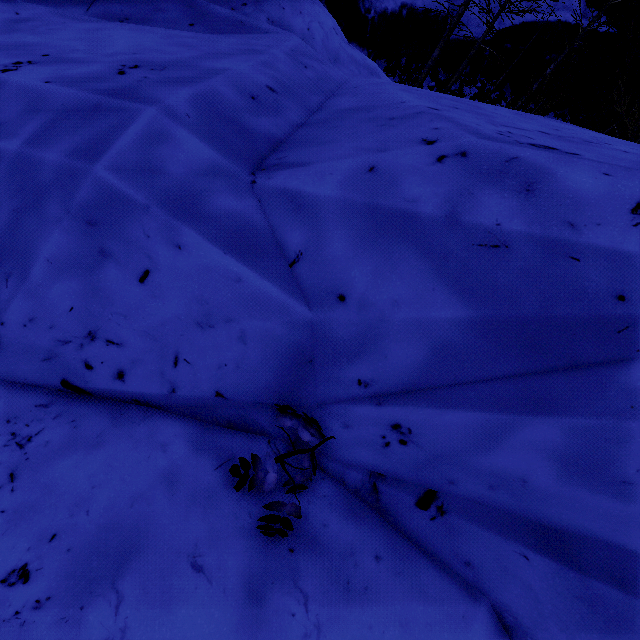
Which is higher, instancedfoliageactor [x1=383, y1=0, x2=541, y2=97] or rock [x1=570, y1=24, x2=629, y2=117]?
rock [x1=570, y1=24, x2=629, y2=117]

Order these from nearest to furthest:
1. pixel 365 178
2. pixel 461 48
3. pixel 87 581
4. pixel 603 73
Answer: pixel 87 581 → pixel 365 178 → pixel 461 48 → pixel 603 73

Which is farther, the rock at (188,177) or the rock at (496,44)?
the rock at (496,44)

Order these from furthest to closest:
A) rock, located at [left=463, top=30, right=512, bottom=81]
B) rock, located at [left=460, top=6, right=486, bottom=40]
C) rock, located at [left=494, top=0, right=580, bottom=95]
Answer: rock, located at [left=494, top=0, right=580, bottom=95] → rock, located at [left=463, top=30, right=512, bottom=81] → rock, located at [left=460, top=6, right=486, bottom=40]

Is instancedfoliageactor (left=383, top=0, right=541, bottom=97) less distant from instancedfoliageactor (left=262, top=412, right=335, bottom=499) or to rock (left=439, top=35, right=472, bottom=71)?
rock (left=439, top=35, right=472, bottom=71)

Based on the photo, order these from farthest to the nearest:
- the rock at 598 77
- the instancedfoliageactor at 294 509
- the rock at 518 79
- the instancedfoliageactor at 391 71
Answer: the rock at 598 77 → the rock at 518 79 → the instancedfoliageactor at 391 71 → the instancedfoliageactor at 294 509
